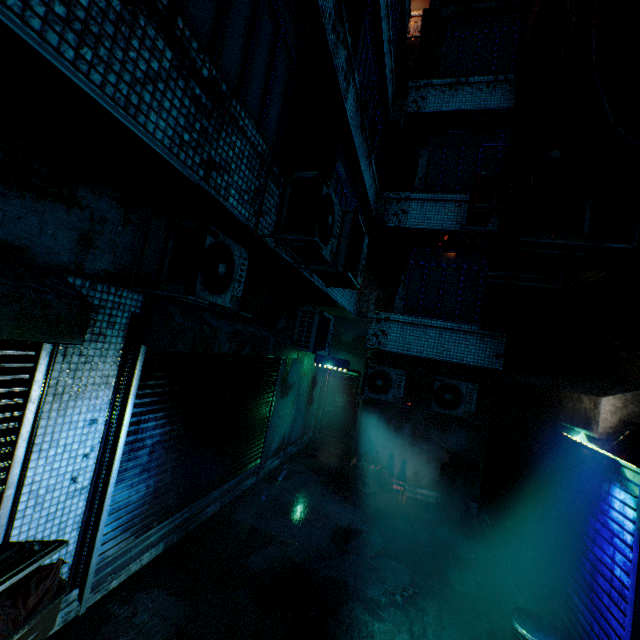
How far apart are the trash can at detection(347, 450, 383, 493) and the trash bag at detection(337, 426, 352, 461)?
1.55m

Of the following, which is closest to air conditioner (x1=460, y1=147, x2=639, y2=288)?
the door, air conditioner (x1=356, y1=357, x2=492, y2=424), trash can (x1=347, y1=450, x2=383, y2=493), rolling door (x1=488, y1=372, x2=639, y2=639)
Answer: rolling door (x1=488, y1=372, x2=639, y2=639)

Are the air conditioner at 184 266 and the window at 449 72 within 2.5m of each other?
no

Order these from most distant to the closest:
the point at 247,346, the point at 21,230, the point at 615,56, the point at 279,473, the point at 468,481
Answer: the point at 279,473, the point at 468,481, the point at 247,346, the point at 21,230, the point at 615,56

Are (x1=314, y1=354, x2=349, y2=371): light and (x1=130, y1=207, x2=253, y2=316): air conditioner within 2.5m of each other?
no

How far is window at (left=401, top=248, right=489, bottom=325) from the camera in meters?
7.2

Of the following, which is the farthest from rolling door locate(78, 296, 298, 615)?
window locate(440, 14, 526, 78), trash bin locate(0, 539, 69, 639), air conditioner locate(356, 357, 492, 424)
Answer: window locate(440, 14, 526, 78)

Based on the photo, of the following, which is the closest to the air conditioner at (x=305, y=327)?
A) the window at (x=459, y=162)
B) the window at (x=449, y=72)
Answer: the window at (x=459, y=162)
